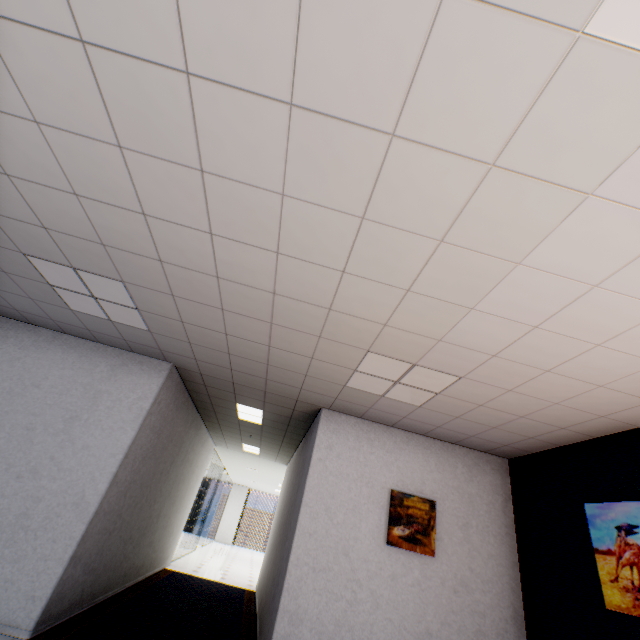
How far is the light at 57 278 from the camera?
3.19m

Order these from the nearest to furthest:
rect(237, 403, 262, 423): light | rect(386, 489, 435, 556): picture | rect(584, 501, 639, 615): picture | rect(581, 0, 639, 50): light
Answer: rect(581, 0, 639, 50): light, rect(584, 501, 639, 615): picture, rect(386, 489, 435, 556): picture, rect(237, 403, 262, 423): light

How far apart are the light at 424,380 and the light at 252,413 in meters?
2.3

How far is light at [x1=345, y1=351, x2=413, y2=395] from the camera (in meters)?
3.28

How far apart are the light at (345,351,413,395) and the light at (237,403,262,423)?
2.3 meters

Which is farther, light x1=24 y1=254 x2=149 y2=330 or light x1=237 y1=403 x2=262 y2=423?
light x1=237 y1=403 x2=262 y2=423

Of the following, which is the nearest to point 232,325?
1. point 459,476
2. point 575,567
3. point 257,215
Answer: point 257,215

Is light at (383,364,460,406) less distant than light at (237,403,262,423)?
Yes
